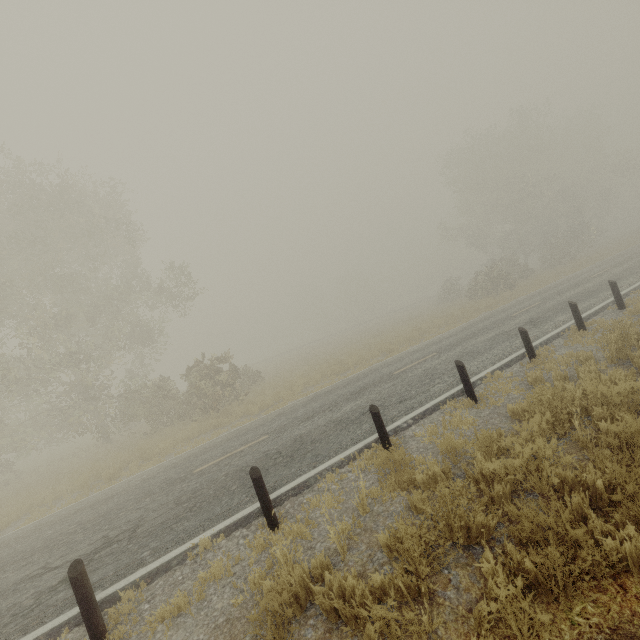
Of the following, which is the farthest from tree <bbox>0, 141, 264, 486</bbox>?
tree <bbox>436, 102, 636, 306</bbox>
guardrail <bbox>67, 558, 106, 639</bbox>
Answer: tree <bbox>436, 102, 636, 306</bbox>

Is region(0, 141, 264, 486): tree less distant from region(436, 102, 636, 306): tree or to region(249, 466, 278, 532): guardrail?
region(249, 466, 278, 532): guardrail

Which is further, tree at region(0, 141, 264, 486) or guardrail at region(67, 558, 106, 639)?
tree at region(0, 141, 264, 486)

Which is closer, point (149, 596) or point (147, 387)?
point (149, 596)

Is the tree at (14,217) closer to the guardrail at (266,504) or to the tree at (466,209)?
the guardrail at (266,504)

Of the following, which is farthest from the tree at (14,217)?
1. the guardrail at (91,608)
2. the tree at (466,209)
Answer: the tree at (466,209)

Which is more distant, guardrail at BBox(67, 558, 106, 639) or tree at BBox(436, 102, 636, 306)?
tree at BBox(436, 102, 636, 306)

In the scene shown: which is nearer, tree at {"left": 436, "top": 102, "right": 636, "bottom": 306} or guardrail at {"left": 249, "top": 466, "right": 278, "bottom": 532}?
guardrail at {"left": 249, "top": 466, "right": 278, "bottom": 532}
